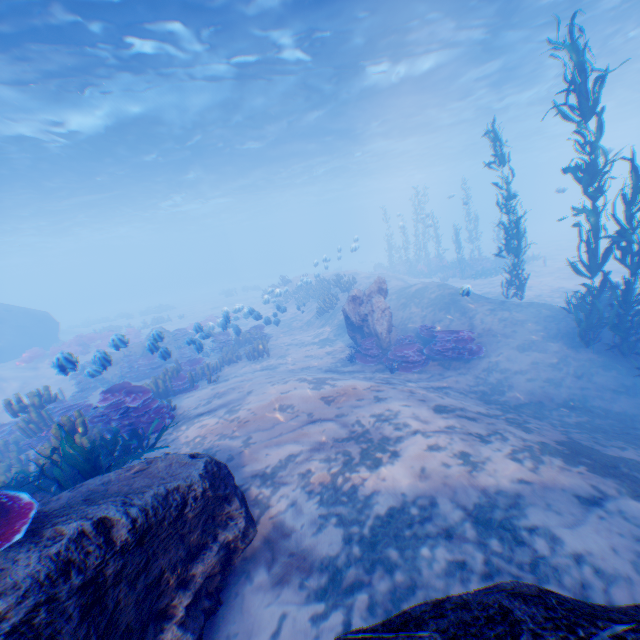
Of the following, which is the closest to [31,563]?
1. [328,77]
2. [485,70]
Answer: [328,77]

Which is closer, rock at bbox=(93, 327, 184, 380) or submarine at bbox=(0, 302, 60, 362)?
rock at bbox=(93, 327, 184, 380)

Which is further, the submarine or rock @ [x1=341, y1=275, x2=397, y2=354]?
the submarine

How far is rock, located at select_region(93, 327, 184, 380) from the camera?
8.8 meters

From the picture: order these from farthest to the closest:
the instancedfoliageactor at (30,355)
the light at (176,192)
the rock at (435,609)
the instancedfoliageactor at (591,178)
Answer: the instancedfoliageactor at (30,355) < the light at (176,192) < the instancedfoliageactor at (591,178) < the rock at (435,609)

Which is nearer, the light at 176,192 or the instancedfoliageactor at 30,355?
the light at 176,192

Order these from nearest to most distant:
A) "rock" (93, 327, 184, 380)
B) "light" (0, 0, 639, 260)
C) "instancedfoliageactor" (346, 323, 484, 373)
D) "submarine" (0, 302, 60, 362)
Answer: "rock" (93, 327, 184, 380) < "instancedfoliageactor" (346, 323, 484, 373) < "light" (0, 0, 639, 260) < "submarine" (0, 302, 60, 362)

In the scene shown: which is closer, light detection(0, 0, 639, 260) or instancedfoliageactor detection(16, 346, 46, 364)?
light detection(0, 0, 639, 260)
